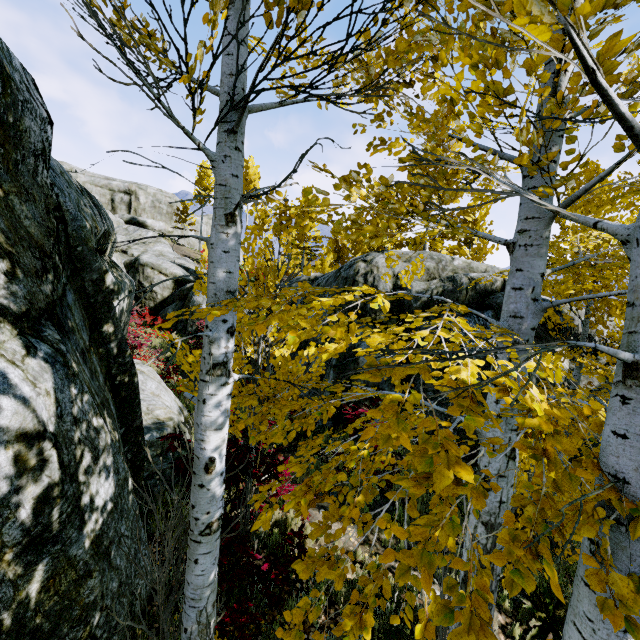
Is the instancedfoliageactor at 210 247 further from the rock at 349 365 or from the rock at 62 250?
the rock at 349 365

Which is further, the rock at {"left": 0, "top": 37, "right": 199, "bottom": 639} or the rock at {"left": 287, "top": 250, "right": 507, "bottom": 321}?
the rock at {"left": 287, "top": 250, "right": 507, "bottom": 321}

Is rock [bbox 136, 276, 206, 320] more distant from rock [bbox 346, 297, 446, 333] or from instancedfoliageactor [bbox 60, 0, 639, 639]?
instancedfoliageactor [bbox 60, 0, 639, 639]

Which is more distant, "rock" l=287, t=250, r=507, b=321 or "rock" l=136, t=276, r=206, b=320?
"rock" l=136, t=276, r=206, b=320

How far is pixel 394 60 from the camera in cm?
198

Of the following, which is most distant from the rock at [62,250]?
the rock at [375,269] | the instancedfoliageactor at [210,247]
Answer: the rock at [375,269]
